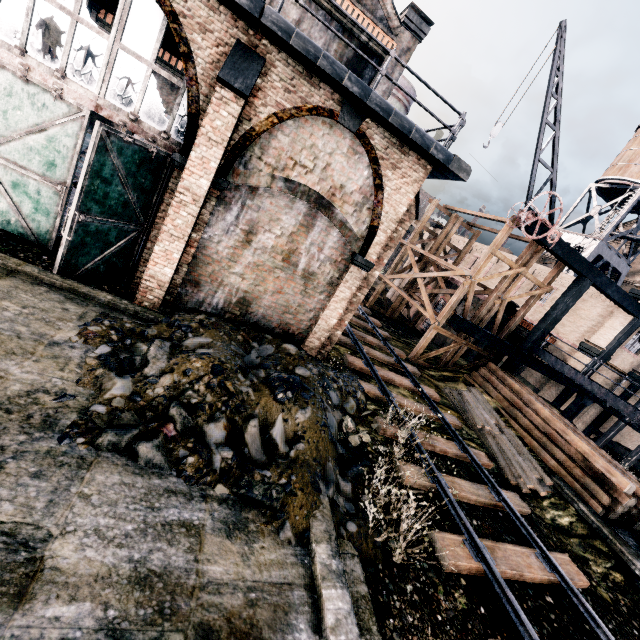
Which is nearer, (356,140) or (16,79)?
(16,79)

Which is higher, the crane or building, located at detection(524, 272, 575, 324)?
the crane

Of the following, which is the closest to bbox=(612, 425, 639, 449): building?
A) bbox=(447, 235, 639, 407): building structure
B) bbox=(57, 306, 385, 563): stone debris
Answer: bbox=(447, 235, 639, 407): building structure

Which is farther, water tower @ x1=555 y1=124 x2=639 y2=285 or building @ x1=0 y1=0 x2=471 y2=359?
water tower @ x1=555 y1=124 x2=639 y2=285

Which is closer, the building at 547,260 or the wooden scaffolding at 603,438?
the wooden scaffolding at 603,438

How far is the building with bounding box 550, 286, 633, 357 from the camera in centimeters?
2155cm

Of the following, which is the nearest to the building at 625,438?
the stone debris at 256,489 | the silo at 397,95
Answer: the silo at 397,95
